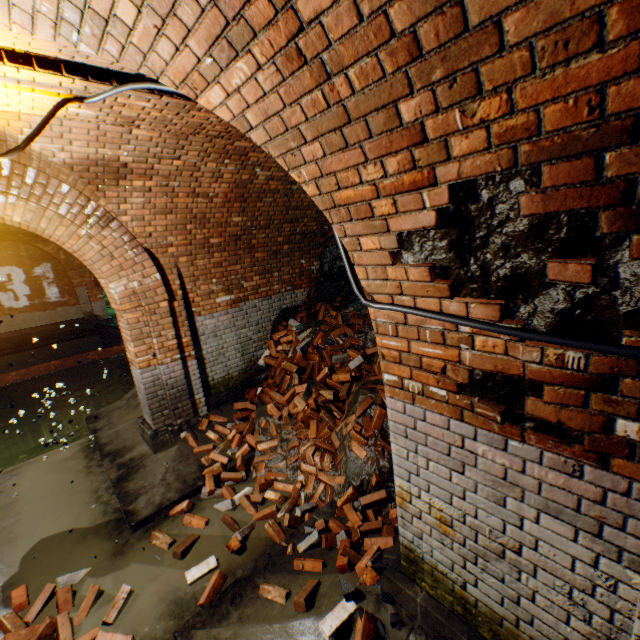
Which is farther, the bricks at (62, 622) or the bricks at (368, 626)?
the bricks at (62, 622)

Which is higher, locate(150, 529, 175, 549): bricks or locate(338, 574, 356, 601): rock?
locate(338, 574, 356, 601): rock

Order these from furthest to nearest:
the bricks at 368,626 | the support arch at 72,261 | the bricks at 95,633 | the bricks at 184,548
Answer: the support arch at 72,261
the bricks at 184,548
the bricks at 95,633
the bricks at 368,626

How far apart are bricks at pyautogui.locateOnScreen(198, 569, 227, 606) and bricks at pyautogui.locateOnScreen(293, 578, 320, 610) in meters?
0.5 m

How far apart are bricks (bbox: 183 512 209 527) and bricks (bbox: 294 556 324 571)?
1.16m

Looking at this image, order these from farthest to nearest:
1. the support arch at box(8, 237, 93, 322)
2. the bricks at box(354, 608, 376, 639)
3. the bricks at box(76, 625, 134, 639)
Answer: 1. the support arch at box(8, 237, 93, 322)
2. the bricks at box(76, 625, 134, 639)
3. the bricks at box(354, 608, 376, 639)

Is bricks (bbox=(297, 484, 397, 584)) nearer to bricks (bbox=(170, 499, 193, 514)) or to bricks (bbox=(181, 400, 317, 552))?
bricks (bbox=(181, 400, 317, 552))

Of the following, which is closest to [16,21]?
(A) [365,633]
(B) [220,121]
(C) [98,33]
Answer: (C) [98,33]
